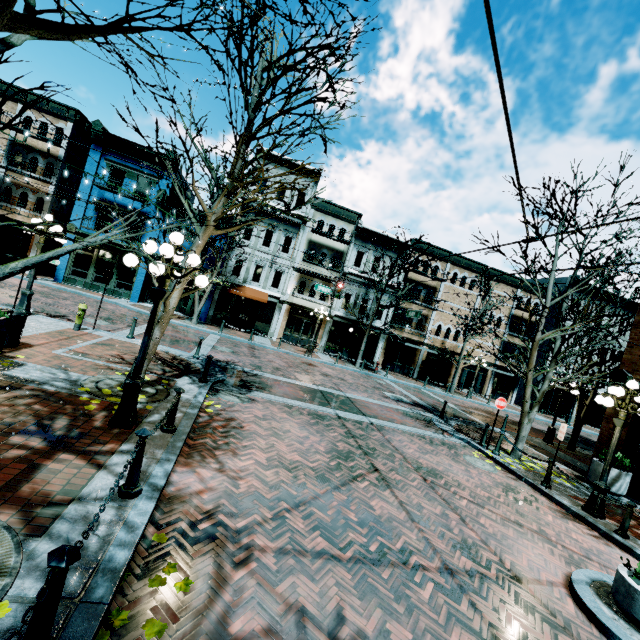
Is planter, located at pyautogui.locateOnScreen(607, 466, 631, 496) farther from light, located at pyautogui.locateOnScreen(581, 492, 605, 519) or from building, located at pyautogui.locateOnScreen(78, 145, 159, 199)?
building, located at pyautogui.locateOnScreen(78, 145, 159, 199)

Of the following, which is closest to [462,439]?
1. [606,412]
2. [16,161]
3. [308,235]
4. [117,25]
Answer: [606,412]

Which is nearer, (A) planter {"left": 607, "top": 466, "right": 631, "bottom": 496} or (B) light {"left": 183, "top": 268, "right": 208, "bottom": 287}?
(B) light {"left": 183, "top": 268, "right": 208, "bottom": 287}

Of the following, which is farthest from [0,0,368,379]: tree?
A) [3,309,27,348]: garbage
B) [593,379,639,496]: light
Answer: [593,379,639,496]: light

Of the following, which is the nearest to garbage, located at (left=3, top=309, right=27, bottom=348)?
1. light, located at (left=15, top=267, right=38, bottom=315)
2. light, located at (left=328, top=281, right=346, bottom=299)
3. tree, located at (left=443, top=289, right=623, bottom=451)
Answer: light, located at (left=15, top=267, right=38, bottom=315)

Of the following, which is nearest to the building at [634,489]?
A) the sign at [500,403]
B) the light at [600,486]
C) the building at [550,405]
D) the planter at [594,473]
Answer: the planter at [594,473]

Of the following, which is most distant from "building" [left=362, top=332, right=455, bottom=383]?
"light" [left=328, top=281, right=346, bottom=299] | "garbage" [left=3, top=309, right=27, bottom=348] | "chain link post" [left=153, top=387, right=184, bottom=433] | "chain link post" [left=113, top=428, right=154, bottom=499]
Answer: "chain link post" [left=113, top=428, right=154, bottom=499]

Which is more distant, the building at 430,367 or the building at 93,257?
the building at 430,367
